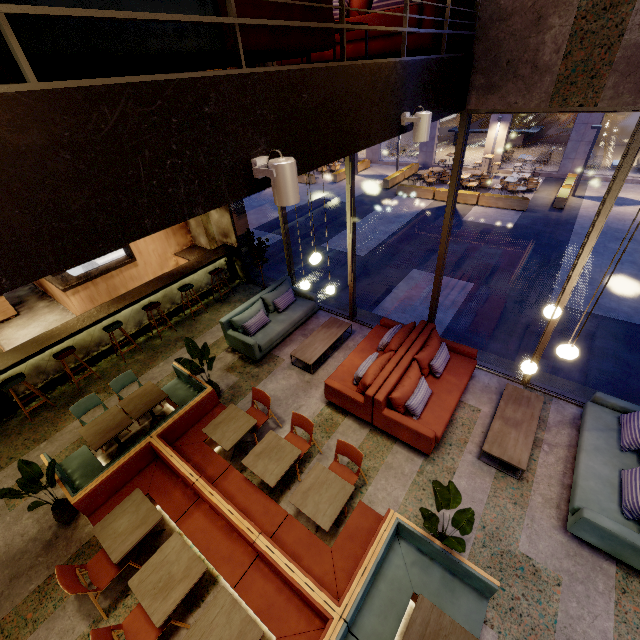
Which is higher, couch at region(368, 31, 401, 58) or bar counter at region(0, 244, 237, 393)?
couch at region(368, 31, 401, 58)

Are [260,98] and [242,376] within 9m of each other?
→ yes

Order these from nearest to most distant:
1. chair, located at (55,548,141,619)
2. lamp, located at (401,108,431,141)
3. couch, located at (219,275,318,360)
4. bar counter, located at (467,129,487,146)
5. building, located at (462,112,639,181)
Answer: lamp, located at (401,108,431,141) < chair, located at (55,548,141,619) < couch, located at (219,275,318,360) < building, located at (462,112,639,181) < bar counter, located at (467,129,487,146)

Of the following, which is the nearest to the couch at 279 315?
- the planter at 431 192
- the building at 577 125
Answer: the planter at 431 192

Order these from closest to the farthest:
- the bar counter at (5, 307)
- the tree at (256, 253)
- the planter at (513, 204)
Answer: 1. the tree at (256, 253)
2. the bar counter at (5, 307)
3. the planter at (513, 204)

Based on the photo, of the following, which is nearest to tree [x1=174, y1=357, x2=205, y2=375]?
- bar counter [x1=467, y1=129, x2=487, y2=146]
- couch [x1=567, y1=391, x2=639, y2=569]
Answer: couch [x1=567, y1=391, x2=639, y2=569]

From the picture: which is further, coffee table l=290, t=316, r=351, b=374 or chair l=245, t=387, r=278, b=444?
coffee table l=290, t=316, r=351, b=374

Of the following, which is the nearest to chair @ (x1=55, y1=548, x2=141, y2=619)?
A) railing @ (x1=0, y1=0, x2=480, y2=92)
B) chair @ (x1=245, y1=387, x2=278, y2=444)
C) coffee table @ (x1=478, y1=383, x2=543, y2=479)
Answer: chair @ (x1=245, y1=387, x2=278, y2=444)
